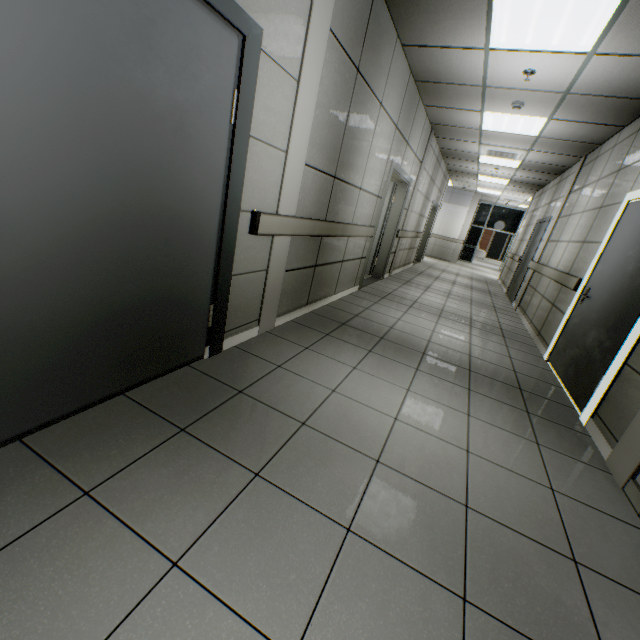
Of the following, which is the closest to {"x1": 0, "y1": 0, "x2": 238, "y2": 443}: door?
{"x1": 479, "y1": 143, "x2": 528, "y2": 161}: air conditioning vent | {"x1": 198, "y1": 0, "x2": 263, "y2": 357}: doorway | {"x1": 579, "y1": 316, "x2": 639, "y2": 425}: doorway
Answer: {"x1": 198, "y1": 0, "x2": 263, "y2": 357}: doorway

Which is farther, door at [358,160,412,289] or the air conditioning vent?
the air conditioning vent

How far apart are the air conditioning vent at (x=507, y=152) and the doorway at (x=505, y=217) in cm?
1088

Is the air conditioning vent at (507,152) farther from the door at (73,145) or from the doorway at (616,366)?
the door at (73,145)

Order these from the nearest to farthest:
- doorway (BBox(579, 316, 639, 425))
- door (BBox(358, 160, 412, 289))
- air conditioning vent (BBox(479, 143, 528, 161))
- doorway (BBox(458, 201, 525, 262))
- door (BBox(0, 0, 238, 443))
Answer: door (BBox(0, 0, 238, 443)) → doorway (BBox(579, 316, 639, 425)) → door (BBox(358, 160, 412, 289)) → air conditioning vent (BBox(479, 143, 528, 161)) → doorway (BBox(458, 201, 525, 262))

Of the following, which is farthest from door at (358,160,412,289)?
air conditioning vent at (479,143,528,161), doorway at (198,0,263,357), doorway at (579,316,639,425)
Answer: doorway at (198,0,263,357)

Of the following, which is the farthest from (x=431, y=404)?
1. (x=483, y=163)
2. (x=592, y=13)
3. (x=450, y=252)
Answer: (x=450, y=252)

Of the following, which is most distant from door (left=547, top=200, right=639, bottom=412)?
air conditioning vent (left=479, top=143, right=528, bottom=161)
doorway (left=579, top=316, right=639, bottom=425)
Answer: air conditioning vent (left=479, top=143, right=528, bottom=161)
